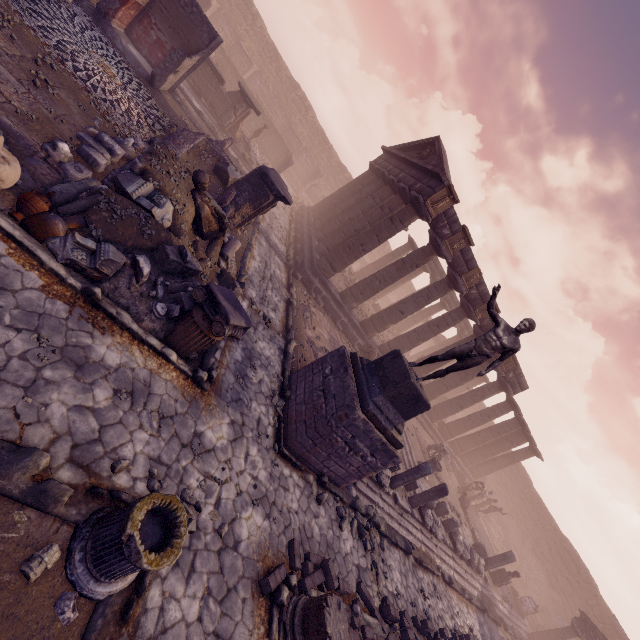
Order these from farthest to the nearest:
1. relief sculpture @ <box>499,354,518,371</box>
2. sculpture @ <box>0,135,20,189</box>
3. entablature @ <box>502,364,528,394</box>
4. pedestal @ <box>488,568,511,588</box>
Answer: entablature @ <box>502,364,528,394</box>
relief sculpture @ <box>499,354,518,371</box>
pedestal @ <box>488,568,511,588</box>
sculpture @ <box>0,135,20,189</box>

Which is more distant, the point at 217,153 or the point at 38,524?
A: the point at 217,153

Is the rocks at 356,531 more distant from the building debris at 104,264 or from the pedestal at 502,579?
the pedestal at 502,579

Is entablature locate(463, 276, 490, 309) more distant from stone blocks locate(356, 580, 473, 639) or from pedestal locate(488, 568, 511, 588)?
stone blocks locate(356, 580, 473, 639)

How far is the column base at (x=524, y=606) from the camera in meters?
19.2

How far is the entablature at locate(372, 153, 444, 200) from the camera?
A: 13.63m

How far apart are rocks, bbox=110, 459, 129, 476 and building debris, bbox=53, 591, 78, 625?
1.2m

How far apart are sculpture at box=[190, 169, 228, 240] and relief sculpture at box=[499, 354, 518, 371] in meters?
17.2 m
